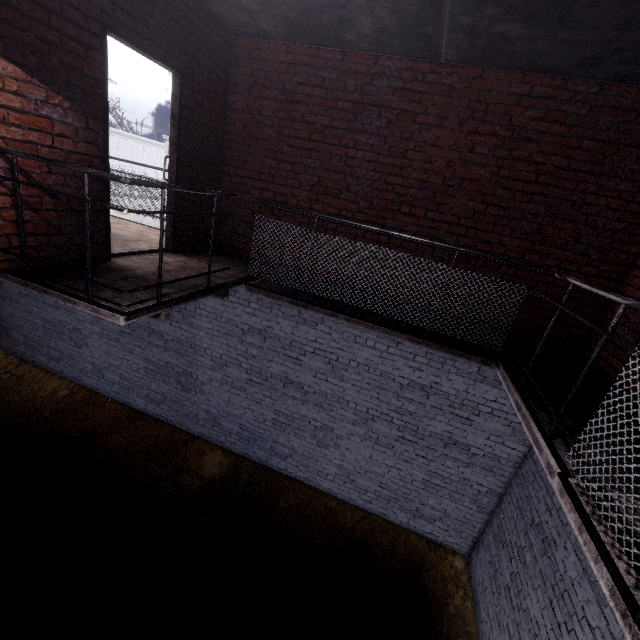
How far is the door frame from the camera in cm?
304

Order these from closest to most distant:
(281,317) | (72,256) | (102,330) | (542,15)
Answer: (542,15), (72,256), (281,317), (102,330)

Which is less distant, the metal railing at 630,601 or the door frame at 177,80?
the metal railing at 630,601

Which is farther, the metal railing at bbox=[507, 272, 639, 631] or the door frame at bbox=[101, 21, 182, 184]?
the door frame at bbox=[101, 21, 182, 184]

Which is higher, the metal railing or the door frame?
the door frame

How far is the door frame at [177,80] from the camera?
3.0 meters
